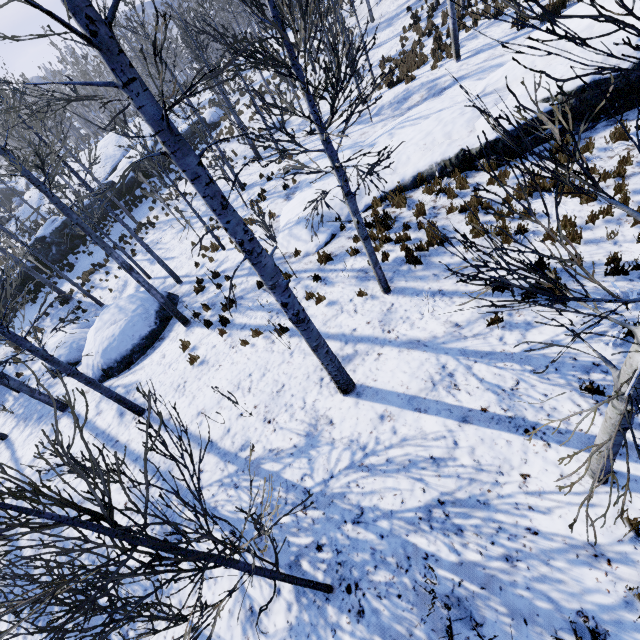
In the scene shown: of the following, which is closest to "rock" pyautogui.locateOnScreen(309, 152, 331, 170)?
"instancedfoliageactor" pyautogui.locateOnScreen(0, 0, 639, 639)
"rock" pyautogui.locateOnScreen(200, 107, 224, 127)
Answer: "instancedfoliageactor" pyautogui.locateOnScreen(0, 0, 639, 639)

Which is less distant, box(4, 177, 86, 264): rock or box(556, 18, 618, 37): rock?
box(556, 18, 618, 37): rock

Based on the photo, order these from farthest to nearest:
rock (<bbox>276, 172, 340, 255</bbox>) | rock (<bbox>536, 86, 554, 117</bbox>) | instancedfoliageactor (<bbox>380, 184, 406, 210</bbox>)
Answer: rock (<bbox>276, 172, 340, 255</bbox>)
instancedfoliageactor (<bbox>380, 184, 406, 210</bbox>)
rock (<bbox>536, 86, 554, 117</bbox>)

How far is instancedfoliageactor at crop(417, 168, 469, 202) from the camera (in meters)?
8.86

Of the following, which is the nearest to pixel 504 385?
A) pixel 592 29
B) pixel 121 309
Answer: pixel 592 29

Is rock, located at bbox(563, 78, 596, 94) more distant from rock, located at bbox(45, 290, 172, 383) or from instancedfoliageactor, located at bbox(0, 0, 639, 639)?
rock, located at bbox(45, 290, 172, 383)

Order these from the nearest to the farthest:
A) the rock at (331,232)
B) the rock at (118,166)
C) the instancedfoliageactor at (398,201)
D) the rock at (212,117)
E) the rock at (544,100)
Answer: the rock at (544,100) → the instancedfoliageactor at (398,201) → the rock at (331,232) → the rock at (118,166) → the rock at (212,117)

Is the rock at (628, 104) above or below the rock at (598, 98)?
below
